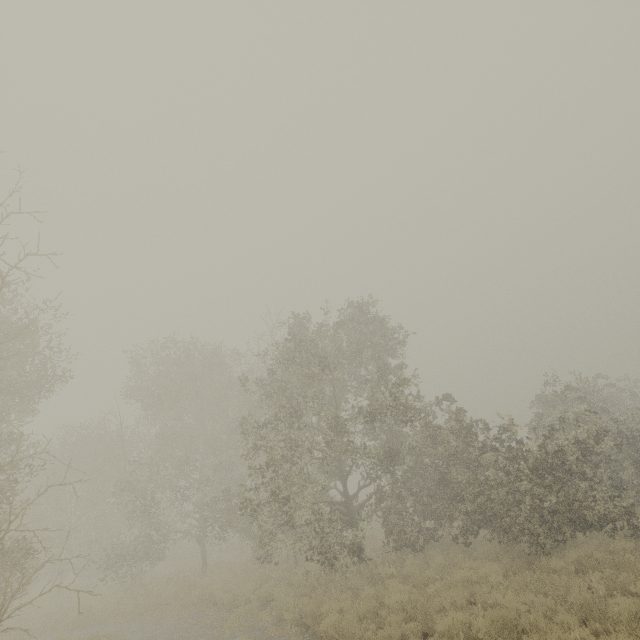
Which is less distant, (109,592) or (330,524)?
(330,524)
